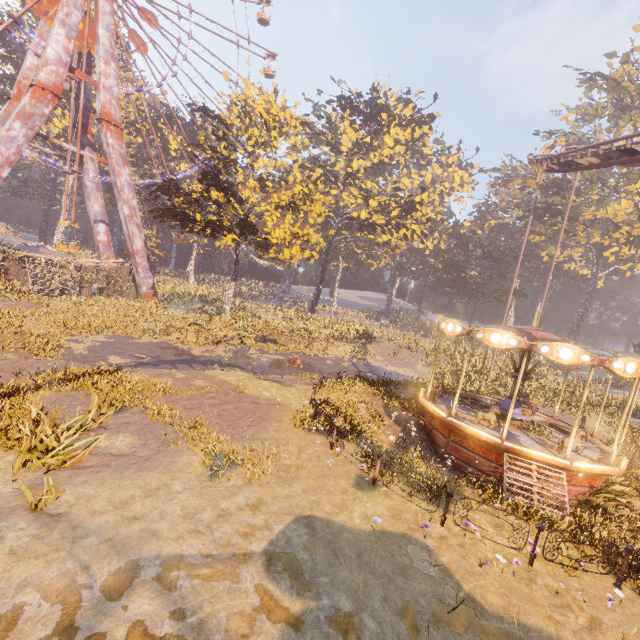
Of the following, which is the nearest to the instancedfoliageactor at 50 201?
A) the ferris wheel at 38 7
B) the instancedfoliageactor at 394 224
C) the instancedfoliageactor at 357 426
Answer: the ferris wheel at 38 7

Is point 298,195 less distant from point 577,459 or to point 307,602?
point 577,459

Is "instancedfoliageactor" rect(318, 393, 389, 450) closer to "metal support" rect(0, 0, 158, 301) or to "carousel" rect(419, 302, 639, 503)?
"carousel" rect(419, 302, 639, 503)

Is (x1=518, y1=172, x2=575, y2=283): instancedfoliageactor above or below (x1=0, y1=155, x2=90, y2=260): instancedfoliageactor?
above

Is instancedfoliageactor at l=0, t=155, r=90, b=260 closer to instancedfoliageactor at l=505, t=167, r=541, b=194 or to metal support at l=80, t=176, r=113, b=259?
metal support at l=80, t=176, r=113, b=259

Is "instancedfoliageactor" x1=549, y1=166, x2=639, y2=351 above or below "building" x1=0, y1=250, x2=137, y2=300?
above

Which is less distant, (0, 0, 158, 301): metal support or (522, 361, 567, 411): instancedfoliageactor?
(522, 361, 567, 411): instancedfoliageactor

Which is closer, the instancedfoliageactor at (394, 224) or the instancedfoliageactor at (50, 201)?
Answer: the instancedfoliageactor at (394, 224)
